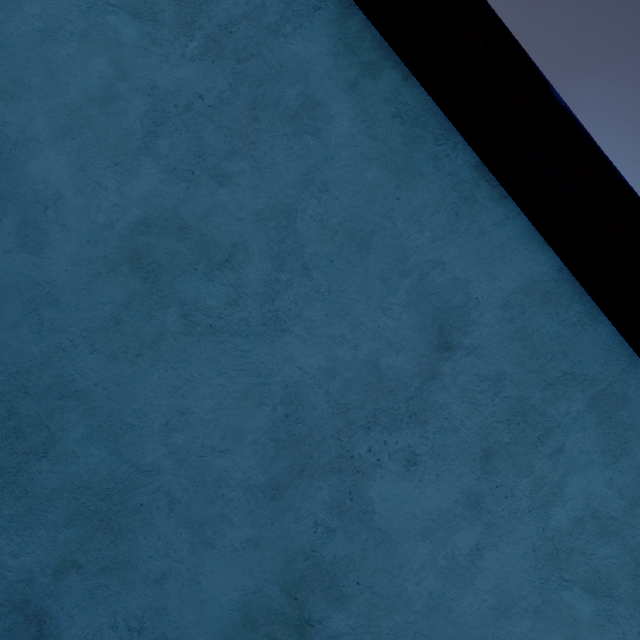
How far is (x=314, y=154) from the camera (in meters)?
1.10
